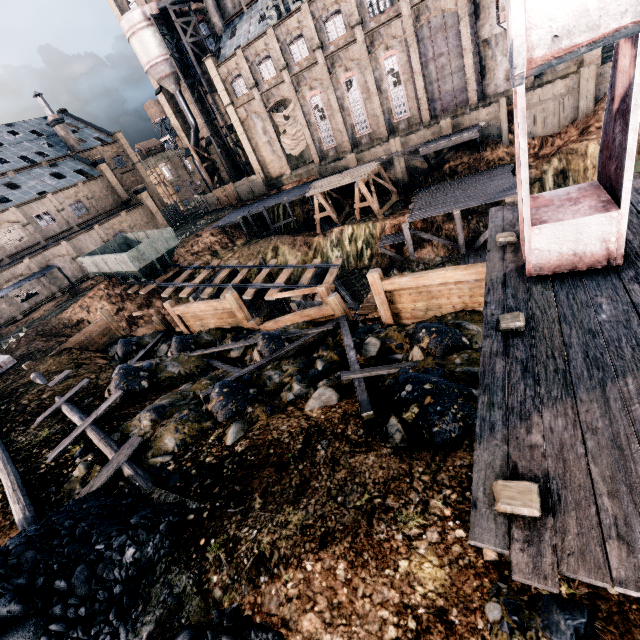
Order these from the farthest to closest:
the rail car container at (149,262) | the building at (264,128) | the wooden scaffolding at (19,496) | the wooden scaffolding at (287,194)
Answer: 1. the wooden scaffolding at (287,194)
2. the building at (264,128)
3. the rail car container at (149,262)
4. the wooden scaffolding at (19,496)

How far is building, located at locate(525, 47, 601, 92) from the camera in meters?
26.1 m

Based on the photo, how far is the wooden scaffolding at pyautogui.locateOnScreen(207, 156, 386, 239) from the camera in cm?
3644

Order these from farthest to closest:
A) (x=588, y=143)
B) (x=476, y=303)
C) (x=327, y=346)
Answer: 1. (x=588, y=143)
2. (x=327, y=346)
3. (x=476, y=303)

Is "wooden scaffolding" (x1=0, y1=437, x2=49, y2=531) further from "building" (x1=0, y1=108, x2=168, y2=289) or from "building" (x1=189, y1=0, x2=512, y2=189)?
"building" (x1=189, y1=0, x2=512, y2=189)

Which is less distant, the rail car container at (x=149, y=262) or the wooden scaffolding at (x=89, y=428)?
the wooden scaffolding at (x=89, y=428)

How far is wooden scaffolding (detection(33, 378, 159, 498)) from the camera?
7.5 meters

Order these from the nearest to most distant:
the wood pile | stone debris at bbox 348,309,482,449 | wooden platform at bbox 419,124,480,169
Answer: stone debris at bbox 348,309,482,449, wooden platform at bbox 419,124,480,169, the wood pile
